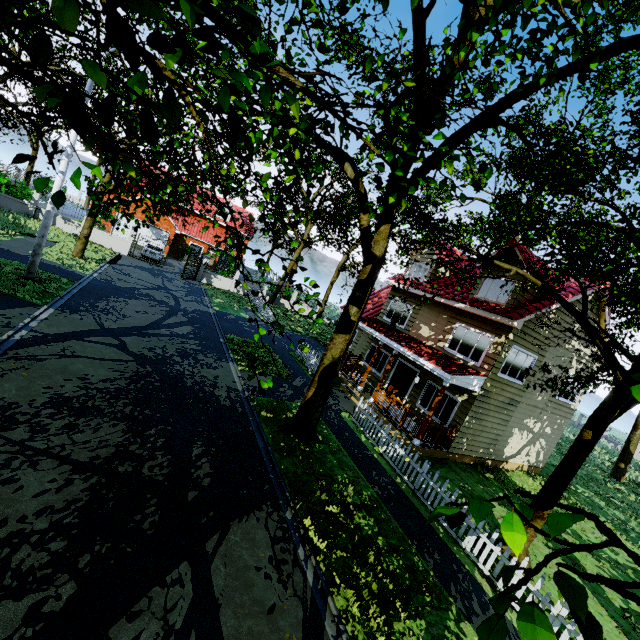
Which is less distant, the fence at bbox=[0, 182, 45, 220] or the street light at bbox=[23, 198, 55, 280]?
the street light at bbox=[23, 198, 55, 280]

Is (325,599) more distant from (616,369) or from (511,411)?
(511,411)

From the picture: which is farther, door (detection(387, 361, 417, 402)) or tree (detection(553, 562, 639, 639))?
door (detection(387, 361, 417, 402))

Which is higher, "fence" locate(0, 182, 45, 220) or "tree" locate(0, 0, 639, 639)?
"tree" locate(0, 0, 639, 639)

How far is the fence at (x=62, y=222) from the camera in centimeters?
2522cm

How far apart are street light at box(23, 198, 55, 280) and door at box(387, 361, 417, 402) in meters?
16.4

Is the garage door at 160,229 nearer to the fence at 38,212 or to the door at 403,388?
the fence at 38,212
